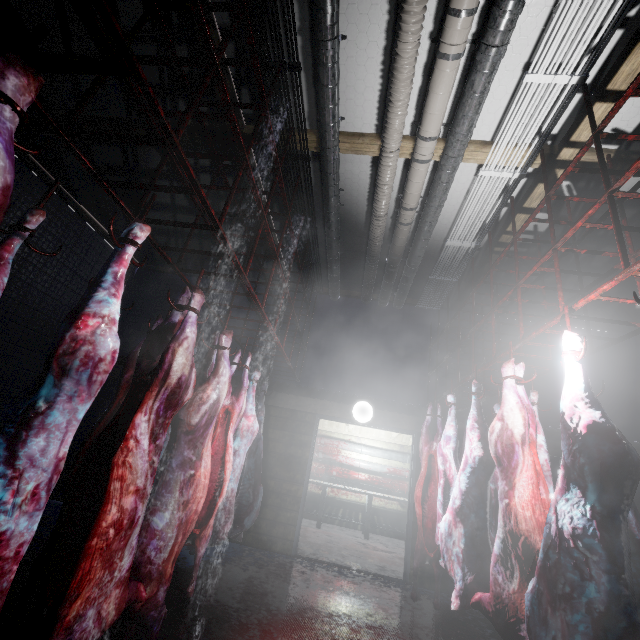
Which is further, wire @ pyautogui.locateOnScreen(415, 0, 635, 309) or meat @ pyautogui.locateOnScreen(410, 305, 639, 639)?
wire @ pyautogui.locateOnScreen(415, 0, 635, 309)

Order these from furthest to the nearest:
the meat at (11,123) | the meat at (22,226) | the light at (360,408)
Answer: the light at (360,408)
the meat at (22,226)
the meat at (11,123)

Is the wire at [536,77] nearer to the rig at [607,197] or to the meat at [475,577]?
the rig at [607,197]

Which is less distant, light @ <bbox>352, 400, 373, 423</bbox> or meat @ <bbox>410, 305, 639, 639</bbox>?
meat @ <bbox>410, 305, 639, 639</bbox>

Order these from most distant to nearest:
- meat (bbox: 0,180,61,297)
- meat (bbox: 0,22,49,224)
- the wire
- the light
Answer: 1. the light
2. the wire
3. meat (bbox: 0,180,61,297)
4. meat (bbox: 0,22,49,224)

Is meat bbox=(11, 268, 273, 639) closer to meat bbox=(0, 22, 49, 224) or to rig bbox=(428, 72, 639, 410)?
meat bbox=(0, 22, 49, 224)

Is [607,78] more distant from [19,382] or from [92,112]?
[19,382]

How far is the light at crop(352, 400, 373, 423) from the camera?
4.7m
